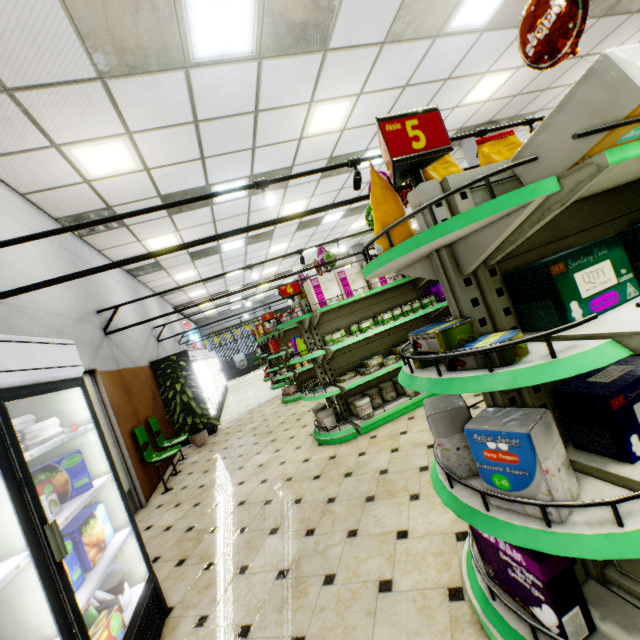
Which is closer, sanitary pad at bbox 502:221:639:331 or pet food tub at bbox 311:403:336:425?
sanitary pad at bbox 502:221:639:331

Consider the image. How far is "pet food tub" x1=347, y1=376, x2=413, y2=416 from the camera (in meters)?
4.75

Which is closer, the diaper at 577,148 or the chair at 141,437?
the diaper at 577,148

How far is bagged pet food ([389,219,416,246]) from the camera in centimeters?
163cm

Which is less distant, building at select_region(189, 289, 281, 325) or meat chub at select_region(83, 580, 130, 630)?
meat chub at select_region(83, 580, 130, 630)

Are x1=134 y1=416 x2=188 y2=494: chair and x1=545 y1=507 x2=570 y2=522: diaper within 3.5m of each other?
no

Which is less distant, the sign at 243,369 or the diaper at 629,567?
the diaper at 629,567

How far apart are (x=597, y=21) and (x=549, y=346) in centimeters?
814cm
